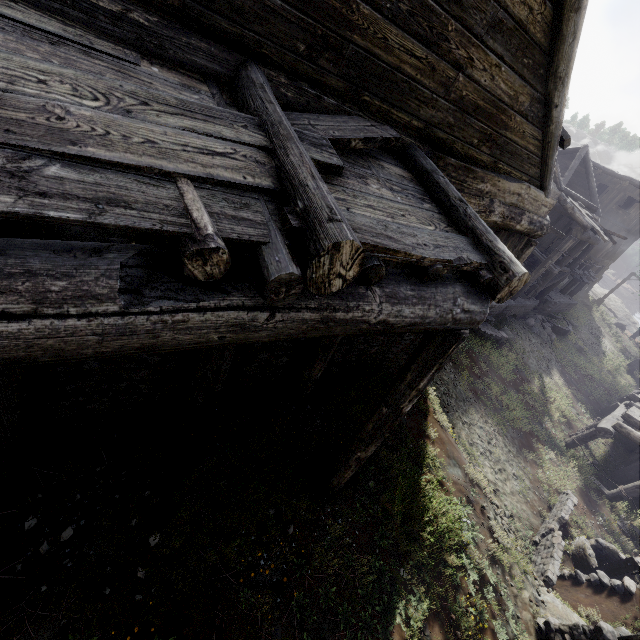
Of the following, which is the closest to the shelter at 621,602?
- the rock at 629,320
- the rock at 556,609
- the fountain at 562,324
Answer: the rock at 556,609

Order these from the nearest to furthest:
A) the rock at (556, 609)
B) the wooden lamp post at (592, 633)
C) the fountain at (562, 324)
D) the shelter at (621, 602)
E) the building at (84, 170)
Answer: the building at (84, 170) → the wooden lamp post at (592, 633) → the rock at (556, 609) → the shelter at (621, 602) → the fountain at (562, 324)

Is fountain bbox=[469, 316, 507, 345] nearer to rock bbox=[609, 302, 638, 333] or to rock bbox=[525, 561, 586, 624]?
rock bbox=[525, 561, 586, 624]

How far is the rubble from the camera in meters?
21.7

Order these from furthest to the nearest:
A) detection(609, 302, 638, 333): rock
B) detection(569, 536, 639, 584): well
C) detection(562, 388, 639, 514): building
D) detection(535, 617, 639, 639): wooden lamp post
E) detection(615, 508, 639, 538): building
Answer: detection(609, 302, 638, 333): rock < detection(562, 388, 639, 514): building < detection(615, 508, 639, 538): building < detection(569, 536, 639, 584): well < detection(535, 617, 639, 639): wooden lamp post

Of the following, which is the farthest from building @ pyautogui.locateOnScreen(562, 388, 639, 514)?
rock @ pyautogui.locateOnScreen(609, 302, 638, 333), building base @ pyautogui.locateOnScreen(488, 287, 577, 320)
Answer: rock @ pyautogui.locateOnScreen(609, 302, 638, 333)

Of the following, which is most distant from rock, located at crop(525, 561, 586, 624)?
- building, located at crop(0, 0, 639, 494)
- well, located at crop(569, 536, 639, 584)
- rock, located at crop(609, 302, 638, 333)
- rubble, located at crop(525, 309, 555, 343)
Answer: rock, located at crop(609, 302, 638, 333)

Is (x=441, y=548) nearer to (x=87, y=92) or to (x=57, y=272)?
(x=57, y=272)
